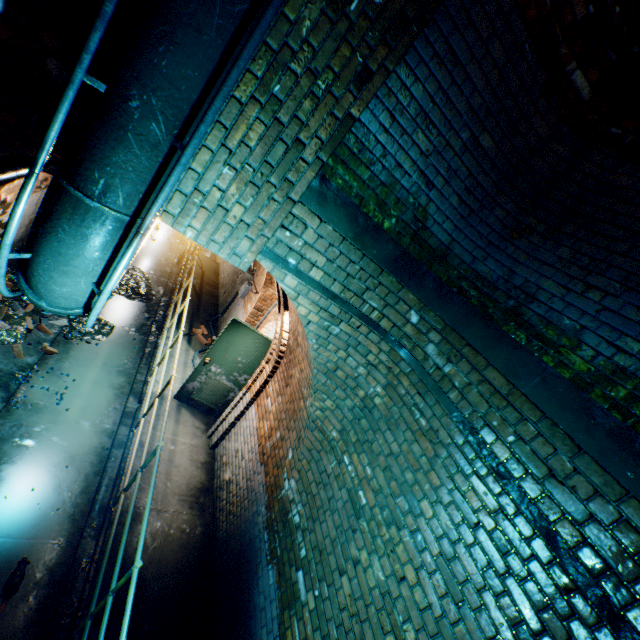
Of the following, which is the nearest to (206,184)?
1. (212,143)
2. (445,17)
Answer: (212,143)

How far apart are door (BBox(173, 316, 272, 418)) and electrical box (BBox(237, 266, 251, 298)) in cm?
314

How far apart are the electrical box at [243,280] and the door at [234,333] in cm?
314

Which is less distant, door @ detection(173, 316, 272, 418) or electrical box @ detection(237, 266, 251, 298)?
door @ detection(173, 316, 272, 418)

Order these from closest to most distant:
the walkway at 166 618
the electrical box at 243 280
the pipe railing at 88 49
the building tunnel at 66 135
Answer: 1. the pipe railing at 88 49
2. the building tunnel at 66 135
3. the walkway at 166 618
4. the electrical box at 243 280

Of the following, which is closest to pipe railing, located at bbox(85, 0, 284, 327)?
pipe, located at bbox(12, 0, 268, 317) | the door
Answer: pipe, located at bbox(12, 0, 268, 317)

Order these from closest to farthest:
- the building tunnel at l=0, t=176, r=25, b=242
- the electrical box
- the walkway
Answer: the walkway → the building tunnel at l=0, t=176, r=25, b=242 → the electrical box

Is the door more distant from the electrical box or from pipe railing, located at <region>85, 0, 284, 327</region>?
the electrical box
